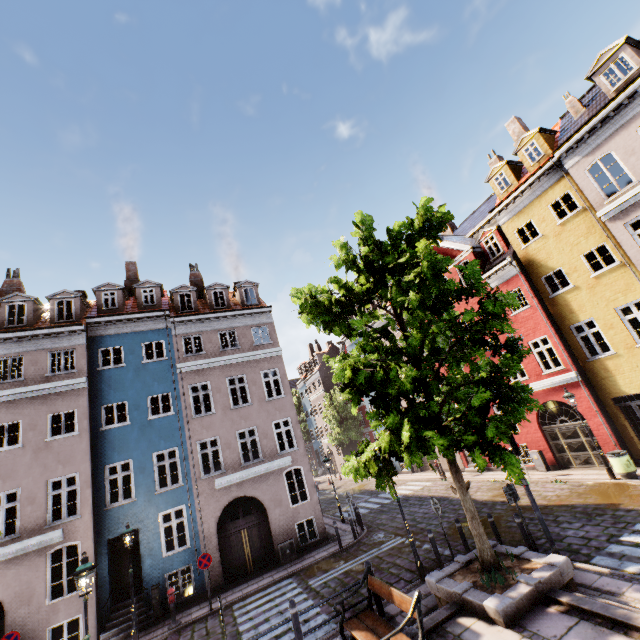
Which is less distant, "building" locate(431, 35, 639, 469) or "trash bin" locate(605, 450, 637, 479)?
"trash bin" locate(605, 450, 637, 479)

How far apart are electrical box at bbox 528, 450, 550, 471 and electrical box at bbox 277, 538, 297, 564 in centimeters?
1331cm

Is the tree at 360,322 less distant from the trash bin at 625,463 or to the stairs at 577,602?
the stairs at 577,602

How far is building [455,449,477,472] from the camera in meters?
21.6

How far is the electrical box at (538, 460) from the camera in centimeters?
1692cm

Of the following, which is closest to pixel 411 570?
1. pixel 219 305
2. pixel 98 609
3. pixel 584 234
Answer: pixel 98 609

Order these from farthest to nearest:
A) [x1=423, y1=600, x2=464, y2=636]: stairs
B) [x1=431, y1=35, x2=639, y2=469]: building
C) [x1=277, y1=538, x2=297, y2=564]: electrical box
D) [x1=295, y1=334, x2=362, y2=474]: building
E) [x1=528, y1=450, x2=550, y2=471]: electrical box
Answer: [x1=295, y1=334, x2=362, y2=474]: building → [x1=528, y1=450, x2=550, y2=471]: electrical box → [x1=277, y1=538, x2=297, y2=564]: electrical box → [x1=431, y1=35, x2=639, y2=469]: building → [x1=423, y1=600, x2=464, y2=636]: stairs

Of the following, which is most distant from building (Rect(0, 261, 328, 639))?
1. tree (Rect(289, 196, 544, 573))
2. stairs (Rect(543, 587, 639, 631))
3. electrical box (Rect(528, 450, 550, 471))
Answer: stairs (Rect(543, 587, 639, 631))
